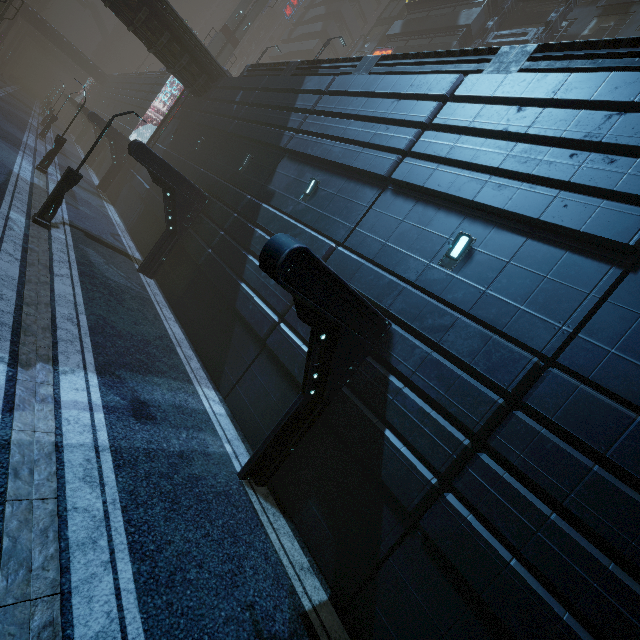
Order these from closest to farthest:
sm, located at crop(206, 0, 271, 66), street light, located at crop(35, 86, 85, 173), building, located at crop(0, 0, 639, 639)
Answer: building, located at crop(0, 0, 639, 639) < street light, located at crop(35, 86, 85, 173) < sm, located at crop(206, 0, 271, 66)

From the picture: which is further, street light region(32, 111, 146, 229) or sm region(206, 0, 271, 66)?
sm region(206, 0, 271, 66)

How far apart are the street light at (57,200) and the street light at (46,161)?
10.1m

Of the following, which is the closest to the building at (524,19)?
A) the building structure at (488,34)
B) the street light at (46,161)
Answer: the building structure at (488,34)

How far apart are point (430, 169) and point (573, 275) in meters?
4.4

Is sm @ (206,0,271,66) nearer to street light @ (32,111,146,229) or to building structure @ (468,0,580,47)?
building structure @ (468,0,580,47)

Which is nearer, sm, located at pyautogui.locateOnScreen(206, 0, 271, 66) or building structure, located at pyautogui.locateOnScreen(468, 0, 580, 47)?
building structure, located at pyautogui.locateOnScreen(468, 0, 580, 47)

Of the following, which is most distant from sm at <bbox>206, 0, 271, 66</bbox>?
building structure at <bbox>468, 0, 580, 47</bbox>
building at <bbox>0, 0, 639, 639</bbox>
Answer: building structure at <bbox>468, 0, 580, 47</bbox>
